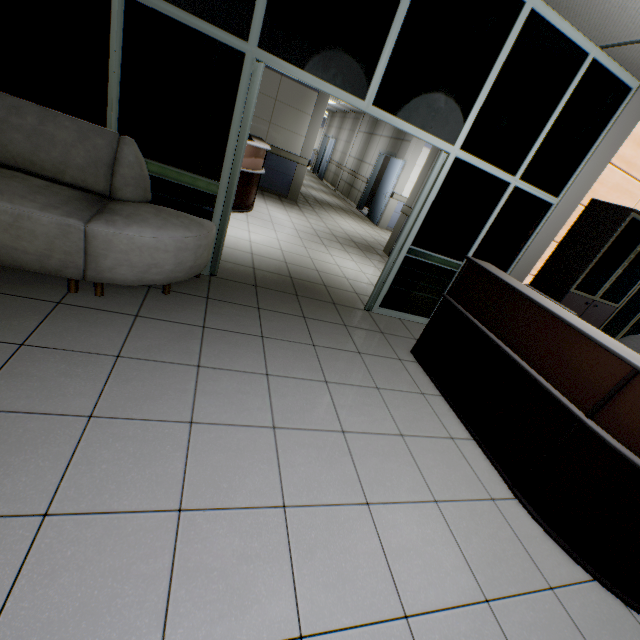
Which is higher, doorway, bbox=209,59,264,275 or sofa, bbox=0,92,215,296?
doorway, bbox=209,59,264,275

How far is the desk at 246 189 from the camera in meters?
5.5 m

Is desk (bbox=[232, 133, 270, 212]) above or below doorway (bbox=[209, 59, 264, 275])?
below

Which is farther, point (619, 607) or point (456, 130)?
point (456, 130)

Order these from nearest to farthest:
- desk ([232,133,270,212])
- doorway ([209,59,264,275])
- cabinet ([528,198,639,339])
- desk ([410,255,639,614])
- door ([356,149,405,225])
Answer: desk ([410,255,639,614]) < doorway ([209,59,264,275]) < cabinet ([528,198,639,339]) < desk ([232,133,270,212]) < door ([356,149,405,225])

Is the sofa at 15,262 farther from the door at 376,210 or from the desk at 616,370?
the door at 376,210

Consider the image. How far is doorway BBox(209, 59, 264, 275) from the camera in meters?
2.7 m

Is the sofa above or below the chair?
below
